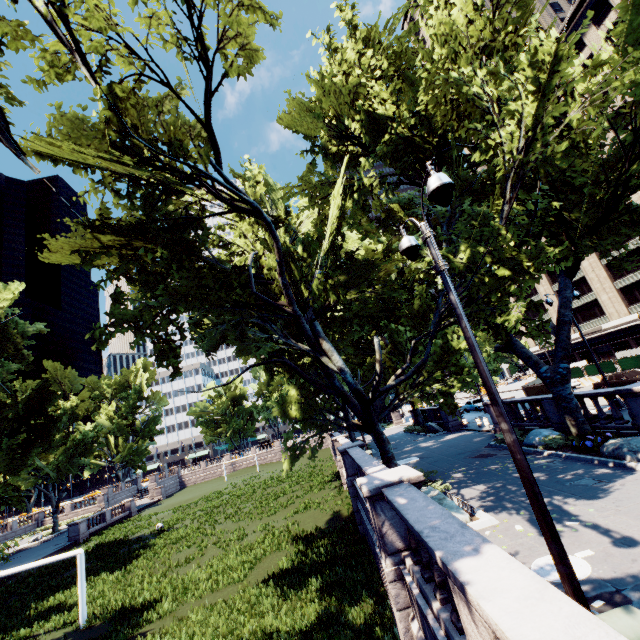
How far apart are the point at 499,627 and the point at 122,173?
16.6m

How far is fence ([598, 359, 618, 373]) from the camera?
31.3m

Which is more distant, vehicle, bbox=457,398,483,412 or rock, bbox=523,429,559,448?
vehicle, bbox=457,398,483,412

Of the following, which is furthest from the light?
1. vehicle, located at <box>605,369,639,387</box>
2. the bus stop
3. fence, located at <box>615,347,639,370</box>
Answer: fence, located at <box>615,347,639,370</box>

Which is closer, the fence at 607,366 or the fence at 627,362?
the fence at 627,362

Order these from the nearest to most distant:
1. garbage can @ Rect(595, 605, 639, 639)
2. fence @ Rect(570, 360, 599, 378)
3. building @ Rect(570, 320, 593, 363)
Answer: garbage can @ Rect(595, 605, 639, 639)
fence @ Rect(570, 360, 599, 378)
building @ Rect(570, 320, 593, 363)

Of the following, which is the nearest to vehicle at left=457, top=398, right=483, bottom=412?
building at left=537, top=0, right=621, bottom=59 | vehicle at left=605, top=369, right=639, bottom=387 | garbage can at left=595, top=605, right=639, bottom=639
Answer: vehicle at left=605, top=369, right=639, bottom=387

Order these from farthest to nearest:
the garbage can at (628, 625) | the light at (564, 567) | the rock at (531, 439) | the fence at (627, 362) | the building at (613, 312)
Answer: the building at (613, 312) → the fence at (627, 362) → the rock at (531, 439) → the light at (564, 567) → the garbage can at (628, 625)
